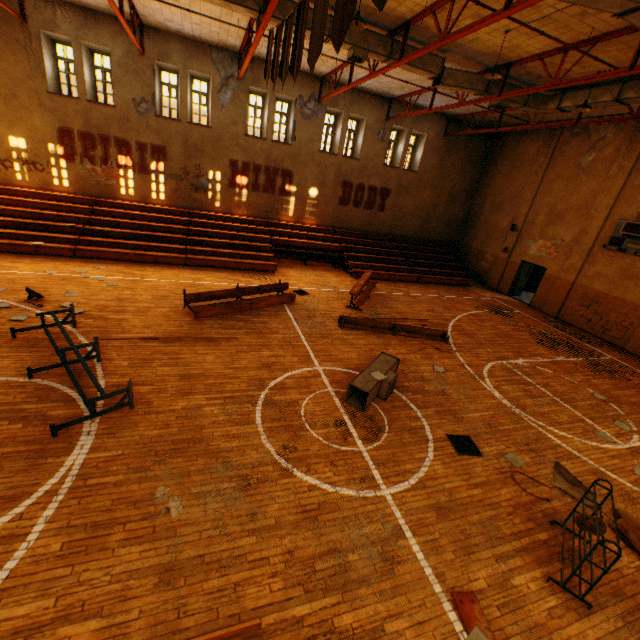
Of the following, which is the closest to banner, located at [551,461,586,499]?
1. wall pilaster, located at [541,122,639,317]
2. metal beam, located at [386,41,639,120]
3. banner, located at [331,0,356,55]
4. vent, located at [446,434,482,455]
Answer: vent, located at [446,434,482,455]

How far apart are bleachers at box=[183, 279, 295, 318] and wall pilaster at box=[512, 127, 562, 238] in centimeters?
1404cm

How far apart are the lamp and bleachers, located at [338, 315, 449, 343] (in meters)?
7.72

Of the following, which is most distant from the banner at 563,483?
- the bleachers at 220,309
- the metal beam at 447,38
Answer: the bleachers at 220,309

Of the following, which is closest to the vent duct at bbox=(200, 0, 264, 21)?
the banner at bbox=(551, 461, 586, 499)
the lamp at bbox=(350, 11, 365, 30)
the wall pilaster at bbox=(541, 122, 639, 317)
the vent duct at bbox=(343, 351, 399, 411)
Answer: the banner at bbox=(551, 461, 586, 499)

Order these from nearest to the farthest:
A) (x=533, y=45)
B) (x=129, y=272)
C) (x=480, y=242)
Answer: (x=533, y=45), (x=129, y=272), (x=480, y=242)

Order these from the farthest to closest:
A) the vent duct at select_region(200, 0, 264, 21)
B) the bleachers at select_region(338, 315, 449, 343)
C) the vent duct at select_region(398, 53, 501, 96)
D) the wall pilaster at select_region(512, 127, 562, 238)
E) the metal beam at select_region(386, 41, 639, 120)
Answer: the wall pilaster at select_region(512, 127, 562, 238) < the bleachers at select_region(338, 315, 449, 343) < the vent duct at select_region(398, 53, 501, 96) < the vent duct at select_region(200, 0, 264, 21) < the metal beam at select_region(386, 41, 639, 120)

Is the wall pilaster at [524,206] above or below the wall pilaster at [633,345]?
above
